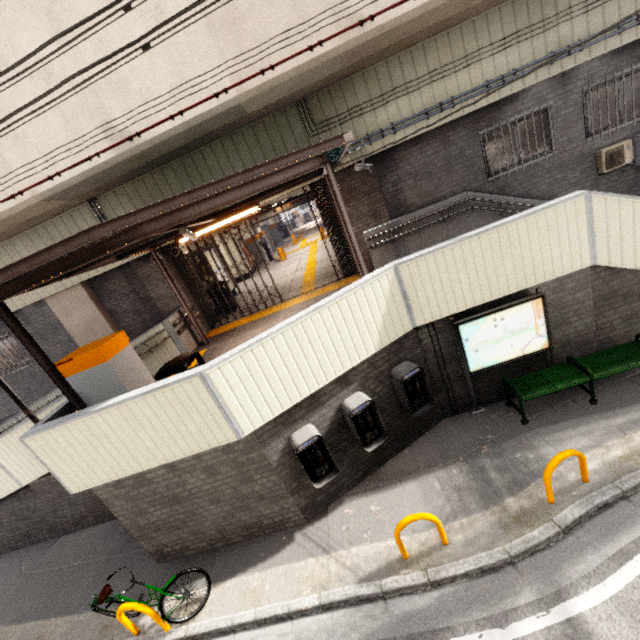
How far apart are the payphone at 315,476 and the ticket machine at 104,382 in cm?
219

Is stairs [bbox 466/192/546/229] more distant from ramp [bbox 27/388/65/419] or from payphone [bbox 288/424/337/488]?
ramp [bbox 27/388/65/419]

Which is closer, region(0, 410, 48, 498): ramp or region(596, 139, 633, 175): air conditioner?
region(0, 410, 48, 498): ramp

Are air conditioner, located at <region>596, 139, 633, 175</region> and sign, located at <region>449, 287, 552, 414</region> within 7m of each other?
yes

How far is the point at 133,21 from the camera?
5.9 meters

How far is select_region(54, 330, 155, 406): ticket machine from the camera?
4.86m

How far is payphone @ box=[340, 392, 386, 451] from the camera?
5.1 meters

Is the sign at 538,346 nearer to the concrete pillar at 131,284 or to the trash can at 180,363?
the trash can at 180,363
